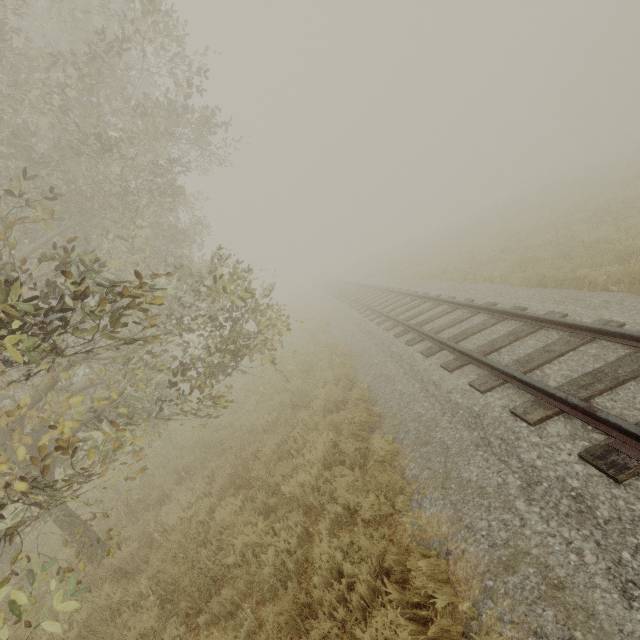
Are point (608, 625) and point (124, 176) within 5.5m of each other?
no
